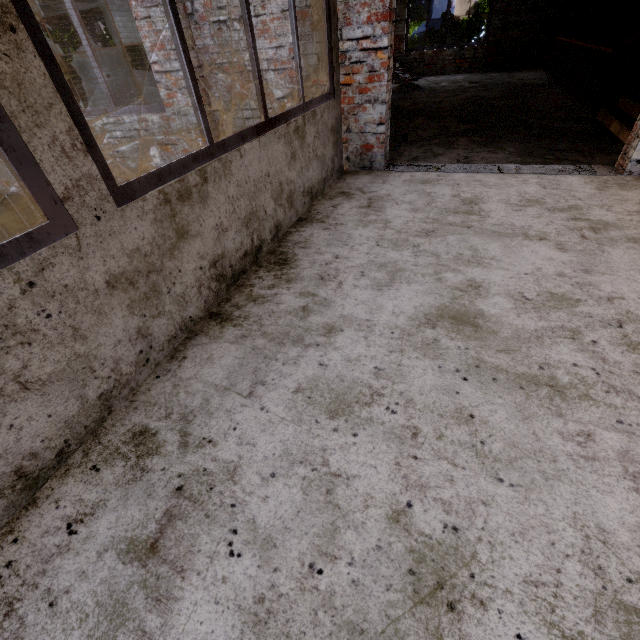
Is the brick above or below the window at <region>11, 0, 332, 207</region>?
below

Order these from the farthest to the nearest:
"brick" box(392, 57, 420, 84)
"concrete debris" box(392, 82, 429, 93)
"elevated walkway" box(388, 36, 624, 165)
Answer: "brick" box(392, 57, 420, 84) → "concrete debris" box(392, 82, 429, 93) → "elevated walkway" box(388, 36, 624, 165)

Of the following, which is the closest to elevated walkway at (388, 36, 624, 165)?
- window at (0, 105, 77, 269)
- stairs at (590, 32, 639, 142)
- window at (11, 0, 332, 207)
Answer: stairs at (590, 32, 639, 142)

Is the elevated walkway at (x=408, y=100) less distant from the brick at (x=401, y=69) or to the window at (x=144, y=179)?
the brick at (x=401, y=69)

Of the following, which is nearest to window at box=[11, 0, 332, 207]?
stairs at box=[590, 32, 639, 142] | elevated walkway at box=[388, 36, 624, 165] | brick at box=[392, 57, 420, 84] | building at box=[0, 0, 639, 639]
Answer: building at box=[0, 0, 639, 639]

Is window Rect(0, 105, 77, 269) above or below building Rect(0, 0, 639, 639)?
above

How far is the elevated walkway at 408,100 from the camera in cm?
393

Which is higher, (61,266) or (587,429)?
(61,266)
